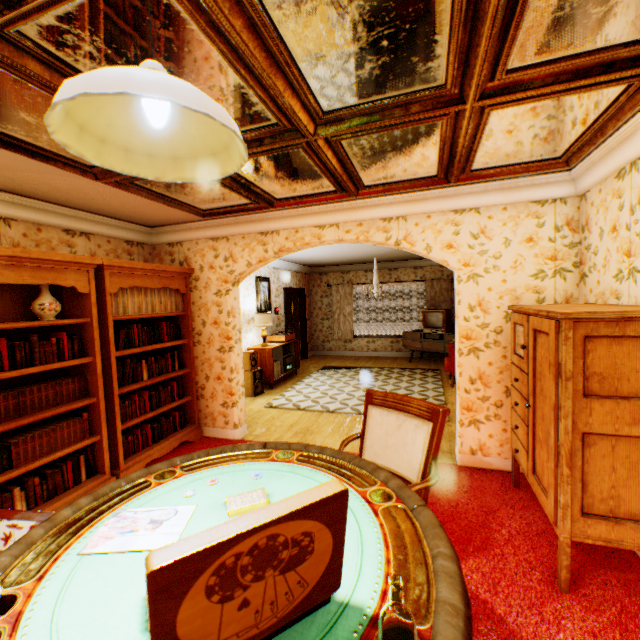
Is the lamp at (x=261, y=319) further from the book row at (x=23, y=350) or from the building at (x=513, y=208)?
the book row at (x=23, y=350)

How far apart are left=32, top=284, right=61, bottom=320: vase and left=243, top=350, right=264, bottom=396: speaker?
3.9 meters

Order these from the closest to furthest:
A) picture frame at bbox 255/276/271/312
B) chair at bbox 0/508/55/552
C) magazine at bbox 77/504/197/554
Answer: magazine at bbox 77/504/197/554
chair at bbox 0/508/55/552
picture frame at bbox 255/276/271/312

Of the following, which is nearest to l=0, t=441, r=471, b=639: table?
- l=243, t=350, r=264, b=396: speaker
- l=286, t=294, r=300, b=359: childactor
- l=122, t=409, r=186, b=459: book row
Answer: l=122, t=409, r=186, b=459: book row

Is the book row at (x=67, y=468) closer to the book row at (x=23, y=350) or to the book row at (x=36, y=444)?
the book row at (x=36, y=444)

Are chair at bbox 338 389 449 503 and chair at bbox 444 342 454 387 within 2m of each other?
no

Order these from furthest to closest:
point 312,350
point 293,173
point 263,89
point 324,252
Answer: point 312,350, point 324,252, point 293,173, point 263,89

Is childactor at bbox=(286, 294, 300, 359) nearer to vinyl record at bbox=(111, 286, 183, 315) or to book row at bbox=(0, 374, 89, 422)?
vinyl record at bbox=(111, 286, 183, 315)
